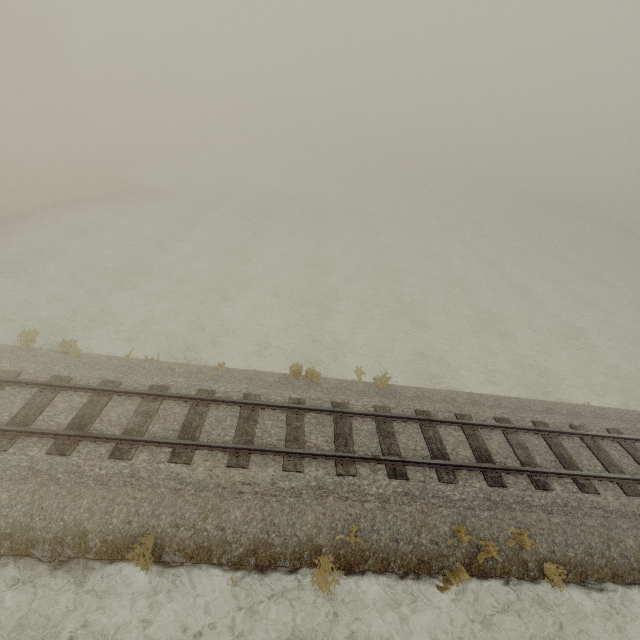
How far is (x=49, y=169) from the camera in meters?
28.5
